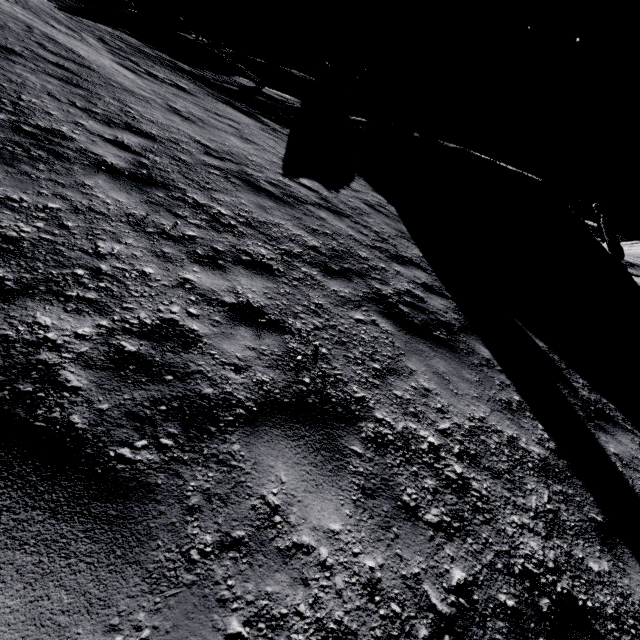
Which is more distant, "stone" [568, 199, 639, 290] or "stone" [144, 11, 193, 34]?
"stone" [144, 11, 193, 34]

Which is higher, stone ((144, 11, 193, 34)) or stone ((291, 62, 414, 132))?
stone ((291, 62, 414, 132))

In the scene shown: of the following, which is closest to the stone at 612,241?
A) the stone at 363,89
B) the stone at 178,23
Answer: the stone at 363,89

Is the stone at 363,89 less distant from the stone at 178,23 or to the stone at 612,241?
the stone at 178,23

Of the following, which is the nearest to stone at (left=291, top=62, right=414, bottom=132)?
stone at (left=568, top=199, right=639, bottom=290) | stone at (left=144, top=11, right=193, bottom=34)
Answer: stone at (left=144, top=11, right=193, bottom=34)

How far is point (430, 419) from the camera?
3.2m
